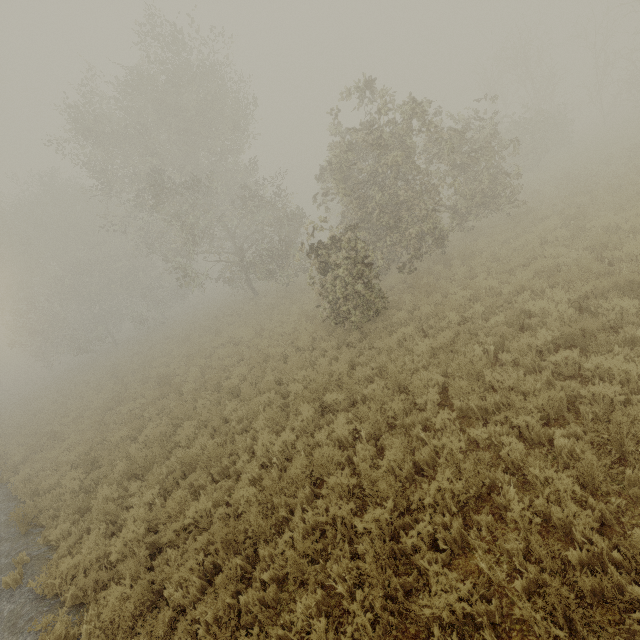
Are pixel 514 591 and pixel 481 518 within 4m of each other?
yes
